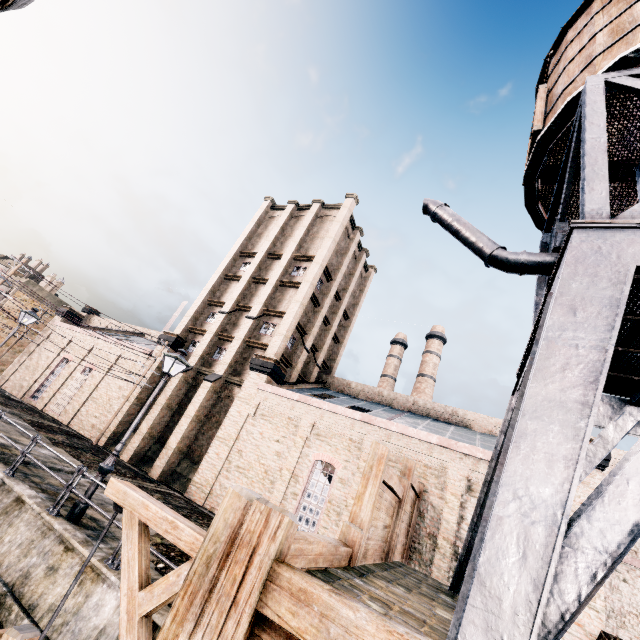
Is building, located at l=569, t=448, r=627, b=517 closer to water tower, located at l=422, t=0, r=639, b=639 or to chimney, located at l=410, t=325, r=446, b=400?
water tower, located at l=422, t=0, r=639, b=639

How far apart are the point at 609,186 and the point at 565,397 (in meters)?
11.39

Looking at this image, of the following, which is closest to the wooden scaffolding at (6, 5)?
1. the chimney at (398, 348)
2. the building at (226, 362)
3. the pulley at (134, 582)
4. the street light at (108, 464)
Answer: the pulley at (134, 582)

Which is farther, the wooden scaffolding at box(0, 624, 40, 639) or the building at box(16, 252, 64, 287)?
the building at box(16, 252, 64, 287)

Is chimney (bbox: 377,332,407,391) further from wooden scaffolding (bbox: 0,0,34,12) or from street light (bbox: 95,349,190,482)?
wooden scaffolding (bbox: 0,0,34,12)

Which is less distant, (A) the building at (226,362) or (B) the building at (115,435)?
(A) the building at (226,362)

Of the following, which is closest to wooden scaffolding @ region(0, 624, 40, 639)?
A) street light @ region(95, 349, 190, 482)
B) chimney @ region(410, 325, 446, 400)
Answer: street light @ region(95, 349, 190, 482)

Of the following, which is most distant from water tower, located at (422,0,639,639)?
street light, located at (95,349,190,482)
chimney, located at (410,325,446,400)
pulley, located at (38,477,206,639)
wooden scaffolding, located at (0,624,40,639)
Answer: chimney, located at (410,325,446,400)
